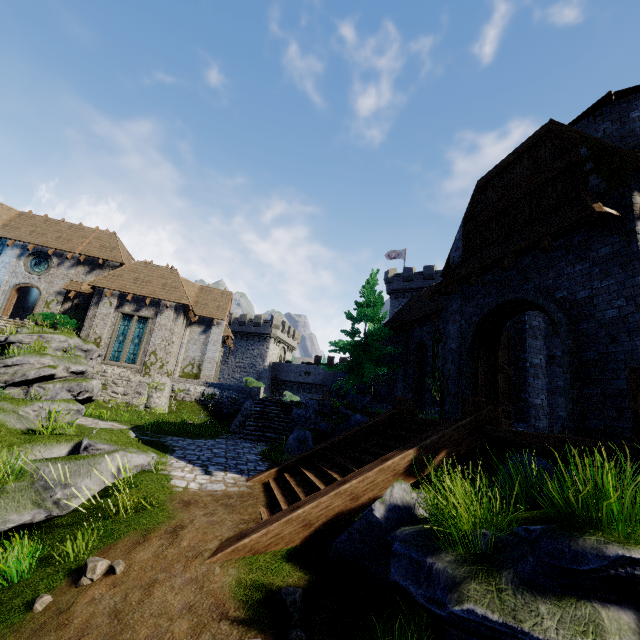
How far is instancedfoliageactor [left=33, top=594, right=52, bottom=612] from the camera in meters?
4.0

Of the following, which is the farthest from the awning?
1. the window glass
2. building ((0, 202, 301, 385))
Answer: the window glass

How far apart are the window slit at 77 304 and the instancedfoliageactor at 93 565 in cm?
2495

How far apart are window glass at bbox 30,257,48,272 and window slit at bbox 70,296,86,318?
3.04m

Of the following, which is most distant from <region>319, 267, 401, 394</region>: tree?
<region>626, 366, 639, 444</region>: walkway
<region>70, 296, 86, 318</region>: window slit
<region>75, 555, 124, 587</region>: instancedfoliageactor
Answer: <region>70, 296, 86, 318</region>: window slit

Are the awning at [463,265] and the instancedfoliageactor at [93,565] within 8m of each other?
no

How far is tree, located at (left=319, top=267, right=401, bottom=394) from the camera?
19.44m

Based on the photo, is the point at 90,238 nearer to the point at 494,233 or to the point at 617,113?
the point at 494,233
